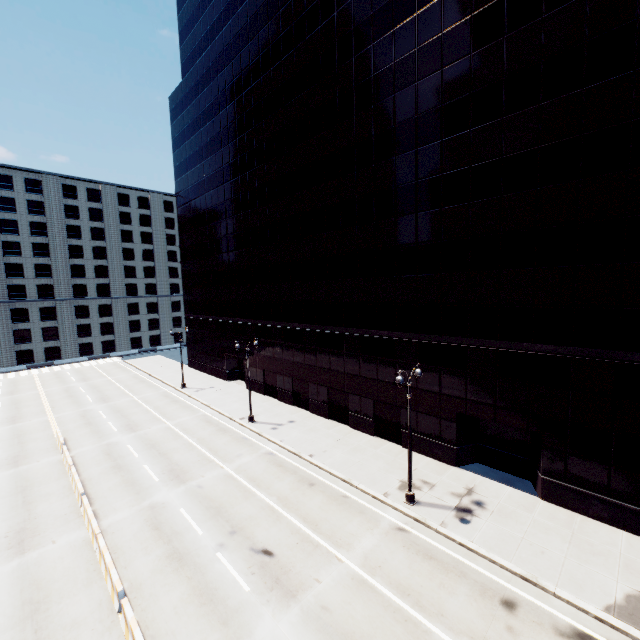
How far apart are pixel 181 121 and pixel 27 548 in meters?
49.0 m
